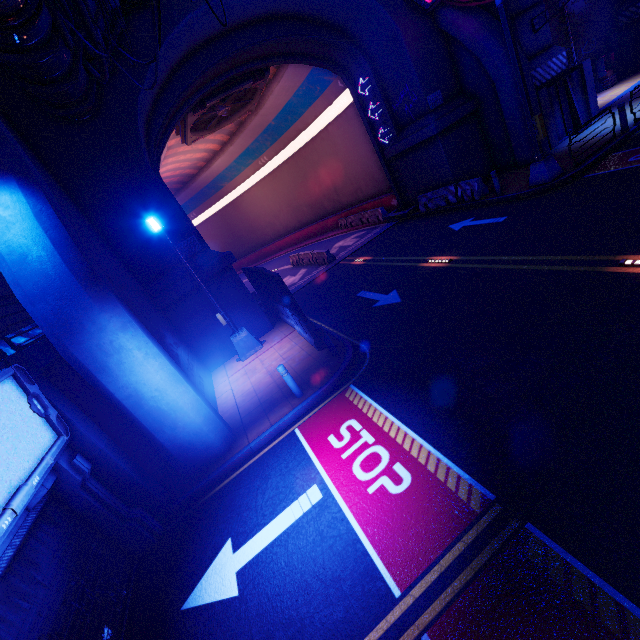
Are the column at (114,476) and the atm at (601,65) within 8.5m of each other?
no

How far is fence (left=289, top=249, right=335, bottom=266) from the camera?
20.5 meters

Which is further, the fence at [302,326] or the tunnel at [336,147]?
the tunnel at [336,147]

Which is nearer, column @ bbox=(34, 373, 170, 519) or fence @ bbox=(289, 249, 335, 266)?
column @ bbox=(34, 373, 170, 519)

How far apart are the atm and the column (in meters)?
32.40

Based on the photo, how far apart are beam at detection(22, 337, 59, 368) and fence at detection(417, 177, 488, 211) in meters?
17.3

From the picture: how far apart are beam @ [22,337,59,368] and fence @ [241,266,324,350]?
5.76m

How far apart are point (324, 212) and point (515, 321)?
26.5 meters
